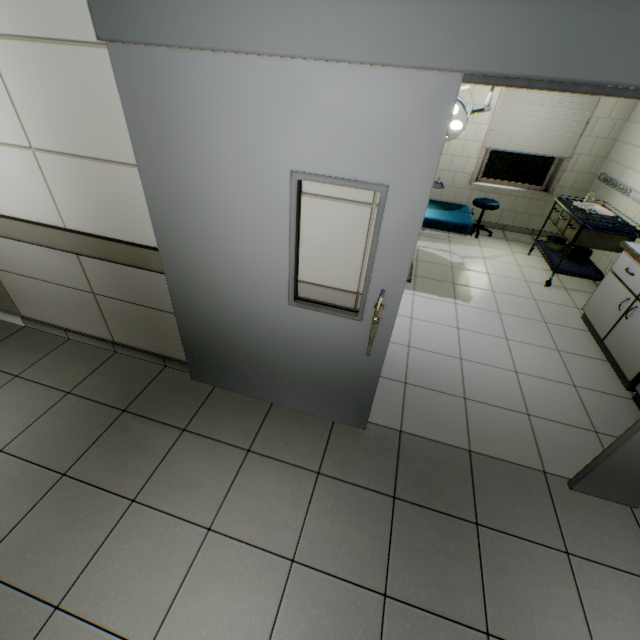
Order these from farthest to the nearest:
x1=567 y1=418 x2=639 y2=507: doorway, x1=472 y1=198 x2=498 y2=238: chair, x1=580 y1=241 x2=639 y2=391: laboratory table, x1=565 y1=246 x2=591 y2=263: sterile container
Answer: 1. x1=472 y1=198 x2=498 y2=238: chair
2. x1=565 y1=246 x2=591 y2=263: sterile container
3. x1=580 y1=241 x2=639 y2=391: laboratory table
4. x1=567 y1=418 x2=639 y2=507: doorway

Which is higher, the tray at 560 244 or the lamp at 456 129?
the lamp at 456 129

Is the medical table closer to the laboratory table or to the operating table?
the laboratory table

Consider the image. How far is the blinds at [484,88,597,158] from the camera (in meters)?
4.75

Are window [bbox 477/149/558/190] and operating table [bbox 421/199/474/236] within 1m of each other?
no

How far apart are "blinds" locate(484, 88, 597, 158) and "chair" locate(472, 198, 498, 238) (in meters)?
0.75

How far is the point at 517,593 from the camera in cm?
169

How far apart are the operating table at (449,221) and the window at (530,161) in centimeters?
211cm
